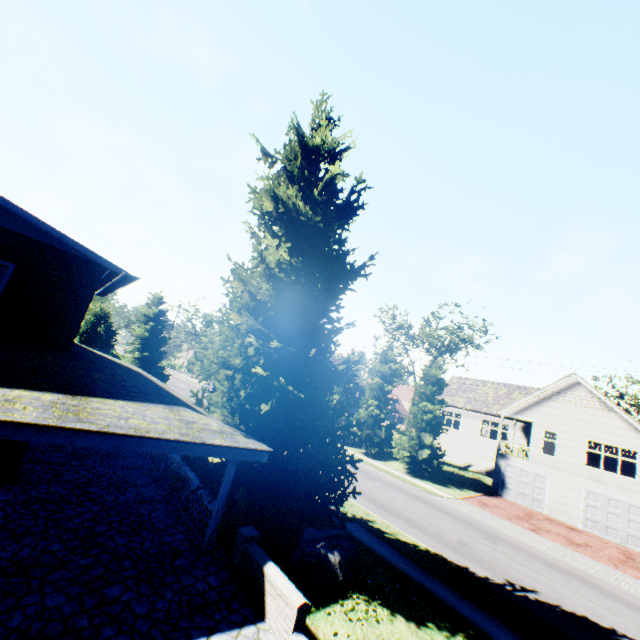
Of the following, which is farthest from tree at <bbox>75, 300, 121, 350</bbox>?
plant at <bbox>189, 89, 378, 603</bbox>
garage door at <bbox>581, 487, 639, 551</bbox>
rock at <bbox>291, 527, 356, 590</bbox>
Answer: rock at <bbox>291, 527, 356, 590</bbox>

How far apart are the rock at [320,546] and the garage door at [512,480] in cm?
2309

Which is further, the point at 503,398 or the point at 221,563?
the point at 503,398

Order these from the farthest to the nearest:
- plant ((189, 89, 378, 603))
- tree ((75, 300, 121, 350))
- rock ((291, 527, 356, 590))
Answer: tree ((75, 300, 121, 350))
plant ((189, 89, 378, 603))
rock ((291, 527, 356, 590))

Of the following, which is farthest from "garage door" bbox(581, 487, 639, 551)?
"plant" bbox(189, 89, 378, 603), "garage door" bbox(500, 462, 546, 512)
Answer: "plant" bbox(189, 89, 378, 603)

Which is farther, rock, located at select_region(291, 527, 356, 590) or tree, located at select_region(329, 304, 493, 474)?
tree, located at select_region(329, 304, 493, 474)

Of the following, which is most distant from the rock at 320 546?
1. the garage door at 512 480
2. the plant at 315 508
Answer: the garage door at 512 480

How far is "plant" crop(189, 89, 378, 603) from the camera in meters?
10.0
